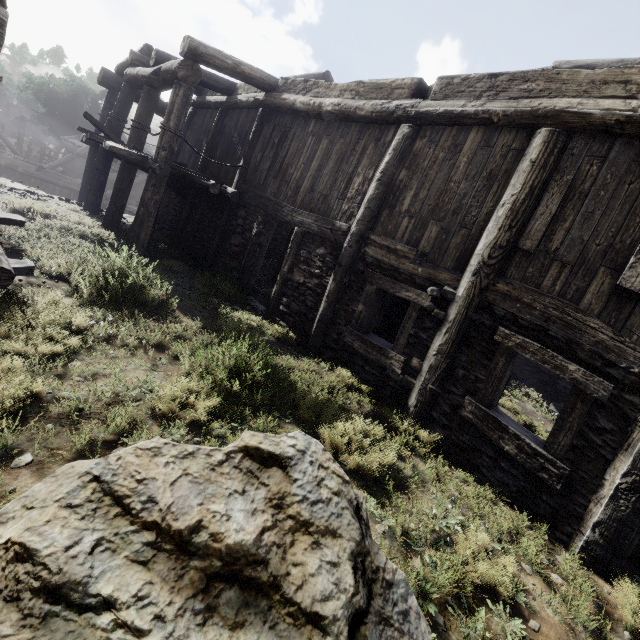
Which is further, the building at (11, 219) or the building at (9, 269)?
the building at (11, 219)

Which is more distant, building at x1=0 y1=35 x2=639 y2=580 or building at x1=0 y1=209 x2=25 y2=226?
building at x1=0 y1=209 x2=25 y2=226

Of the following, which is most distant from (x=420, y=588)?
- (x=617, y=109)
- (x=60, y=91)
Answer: (x=60, y=91)

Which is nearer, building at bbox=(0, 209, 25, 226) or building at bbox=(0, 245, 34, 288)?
building at bbox=(0, 245, 34, 288)

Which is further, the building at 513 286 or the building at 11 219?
the building at 11 219
